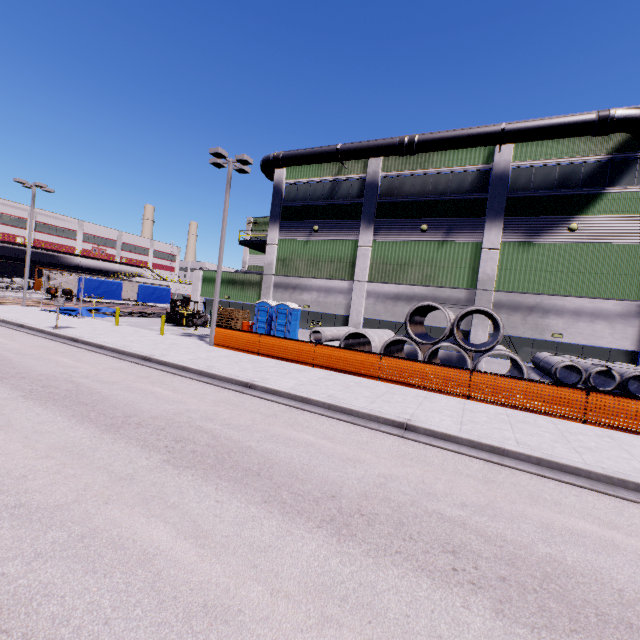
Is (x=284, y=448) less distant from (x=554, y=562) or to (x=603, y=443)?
(x=554, y=562)

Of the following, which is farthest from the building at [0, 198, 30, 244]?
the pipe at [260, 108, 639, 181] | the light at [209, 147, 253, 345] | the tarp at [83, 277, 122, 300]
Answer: the light at [209, 147, 253, 345]

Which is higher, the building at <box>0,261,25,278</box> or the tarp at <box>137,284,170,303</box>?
the building at <box>0,261,25,278</box>

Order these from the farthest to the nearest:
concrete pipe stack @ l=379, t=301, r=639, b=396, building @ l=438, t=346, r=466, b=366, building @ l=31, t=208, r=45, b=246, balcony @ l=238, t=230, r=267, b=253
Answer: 1. building @ l=31, t=208, r=45, b=246
2. balcony @ l=238, t=230, r=267, b=253
3. building @ l=438, t=346, r=466, b=366
4. concrete pipe stack @ l=379, t=301, r=639, b=396

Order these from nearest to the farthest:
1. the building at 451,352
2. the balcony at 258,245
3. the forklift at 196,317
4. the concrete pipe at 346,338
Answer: the concrete pipe at 346,338 → the building at 451,352 → the forklift at 196,317 → the balcony at 258,245

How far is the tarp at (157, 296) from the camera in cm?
3419

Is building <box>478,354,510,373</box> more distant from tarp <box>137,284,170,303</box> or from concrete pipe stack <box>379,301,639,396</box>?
tarp <box>137,284,170,303</box>

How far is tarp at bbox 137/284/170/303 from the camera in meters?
34.2
